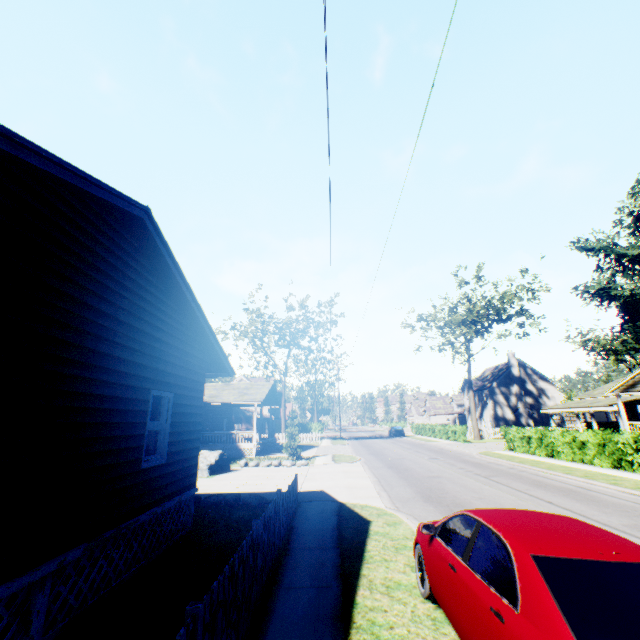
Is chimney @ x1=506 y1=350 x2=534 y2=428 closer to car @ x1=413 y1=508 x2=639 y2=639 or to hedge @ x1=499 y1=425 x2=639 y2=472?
hedge @ x1=499 y1=425 x2=639 y2=472

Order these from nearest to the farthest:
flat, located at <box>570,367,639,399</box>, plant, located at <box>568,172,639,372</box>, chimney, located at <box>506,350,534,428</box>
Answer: flat, located at <box>570,367,639,399</box>, chimney, located at <box>506,350,534,428</box>, plant, located at <box>568,172,639,372</box>

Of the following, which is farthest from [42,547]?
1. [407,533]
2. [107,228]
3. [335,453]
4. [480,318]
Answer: [480,318]

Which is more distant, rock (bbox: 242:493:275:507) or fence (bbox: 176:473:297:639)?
rock (bbox: 242:493:275:507)

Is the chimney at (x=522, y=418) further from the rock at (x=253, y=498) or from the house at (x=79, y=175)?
the house at (x=79, y=175)

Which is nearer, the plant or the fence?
the fence

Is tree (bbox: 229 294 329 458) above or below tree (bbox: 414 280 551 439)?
below

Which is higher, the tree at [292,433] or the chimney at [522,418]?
the chimney at [522,418]
